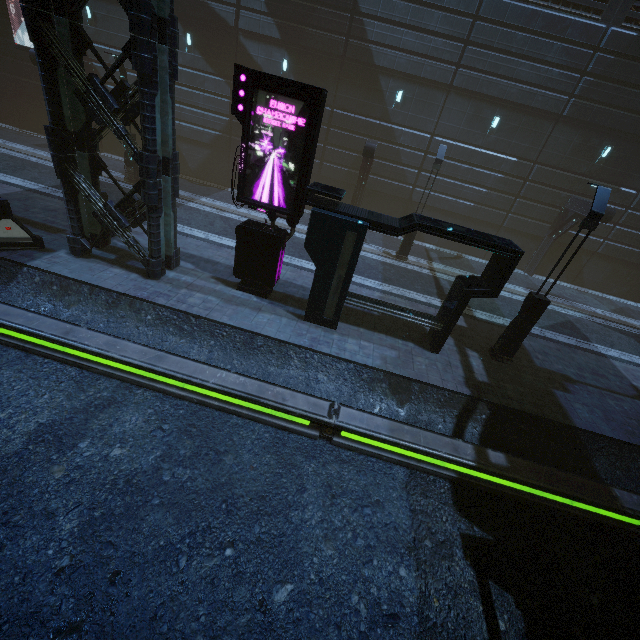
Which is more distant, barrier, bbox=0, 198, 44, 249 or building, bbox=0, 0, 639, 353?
barrier, bbox=0, 198, 44, 249

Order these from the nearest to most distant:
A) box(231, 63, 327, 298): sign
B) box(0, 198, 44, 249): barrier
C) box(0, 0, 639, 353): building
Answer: box(231, 63, 327, 298): sign
box(0, 0, 639, 353): building
box(0, 198, 44, 249): barrier

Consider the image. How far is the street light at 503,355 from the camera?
8.4 meters

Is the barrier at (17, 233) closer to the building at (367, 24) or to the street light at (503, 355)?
the building at (367, 24)

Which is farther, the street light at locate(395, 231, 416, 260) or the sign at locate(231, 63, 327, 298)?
the street light at locate(395, 231, 416, 260)

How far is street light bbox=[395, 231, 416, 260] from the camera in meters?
16.6

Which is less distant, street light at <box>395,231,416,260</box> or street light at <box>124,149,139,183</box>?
street light at <box>395,231,416,260</box>

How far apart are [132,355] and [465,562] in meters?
8.6
